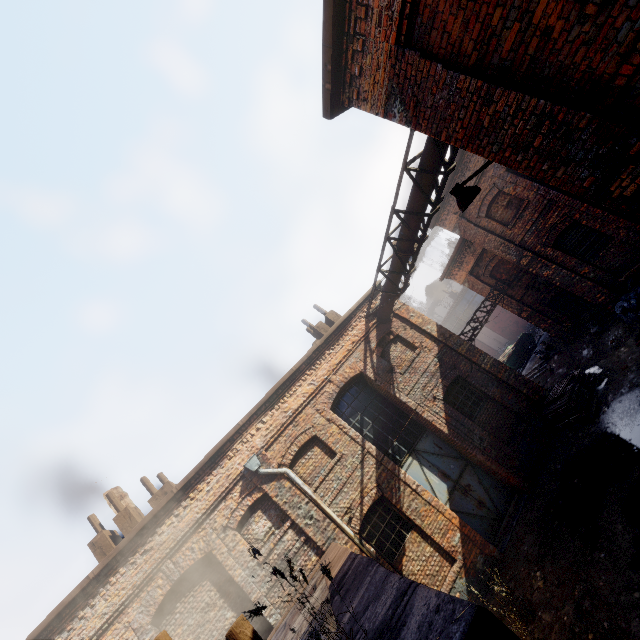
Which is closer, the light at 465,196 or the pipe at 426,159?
the light at 465,196

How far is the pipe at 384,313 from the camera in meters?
12.1

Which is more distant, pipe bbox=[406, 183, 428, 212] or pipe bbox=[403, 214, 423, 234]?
pipe bbox=[403, 214, 423, 234]

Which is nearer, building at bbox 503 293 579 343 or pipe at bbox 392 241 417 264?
pipe at bbox 392 241 417 264

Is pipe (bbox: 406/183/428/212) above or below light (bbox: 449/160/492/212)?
above

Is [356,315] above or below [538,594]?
above

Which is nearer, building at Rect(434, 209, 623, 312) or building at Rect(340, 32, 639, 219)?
building at Rect(340, 32, 639, 219)

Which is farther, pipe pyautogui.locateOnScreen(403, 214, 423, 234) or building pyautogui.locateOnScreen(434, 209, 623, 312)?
building pyautogui.locateOnScreen(434, 209, 623, 312)
